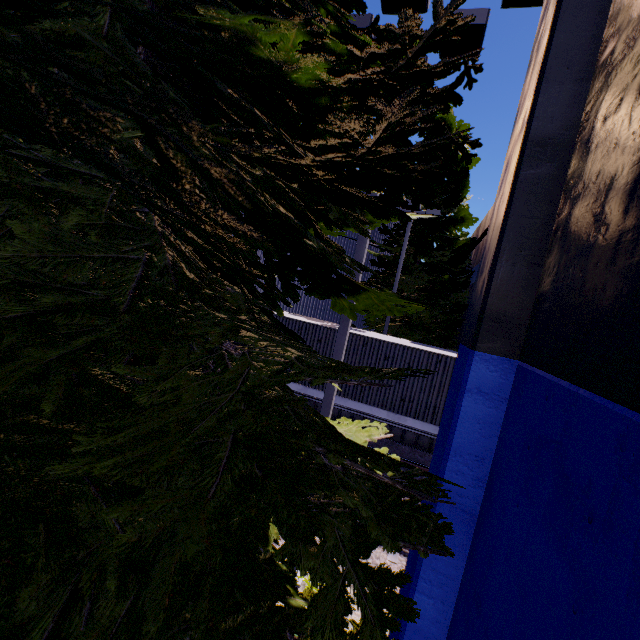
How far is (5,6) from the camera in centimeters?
230cm

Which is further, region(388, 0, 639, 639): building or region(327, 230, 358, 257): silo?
region(327, 230, 358, 257): silo

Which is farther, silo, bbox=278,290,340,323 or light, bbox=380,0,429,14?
silo, bbox=278,290,340,323

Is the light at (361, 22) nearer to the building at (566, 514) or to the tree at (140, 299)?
the tree at (140, 299)

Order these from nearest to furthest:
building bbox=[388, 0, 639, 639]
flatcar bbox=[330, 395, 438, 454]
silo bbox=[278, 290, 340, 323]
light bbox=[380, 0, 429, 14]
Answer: building bbox=[388, 0, 639, 639] → light bbox=[380, 0, 429, 14] → flatcar bbox=[330, 395, 438, 454] → silo bbox=[278, 290, 340, 323]

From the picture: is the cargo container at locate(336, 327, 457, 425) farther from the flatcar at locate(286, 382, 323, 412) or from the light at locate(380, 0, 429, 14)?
the light at locate(380, 0, 429, 14)

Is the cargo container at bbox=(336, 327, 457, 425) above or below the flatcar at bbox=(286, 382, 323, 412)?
above

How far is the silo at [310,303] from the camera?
18.6m
